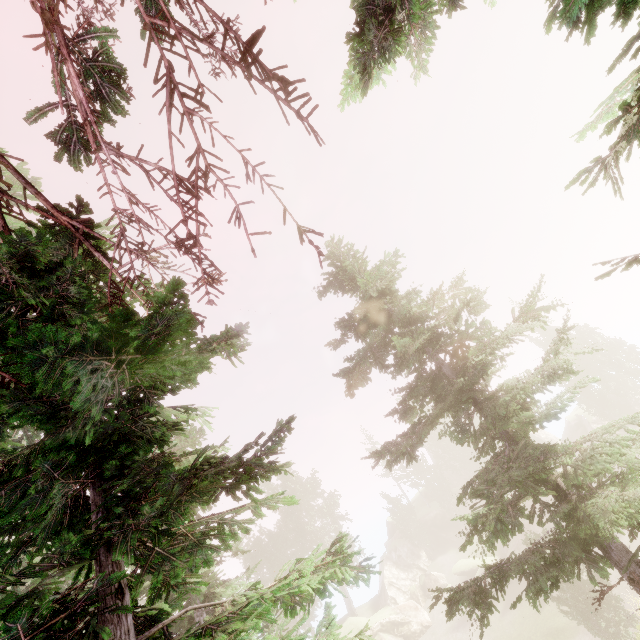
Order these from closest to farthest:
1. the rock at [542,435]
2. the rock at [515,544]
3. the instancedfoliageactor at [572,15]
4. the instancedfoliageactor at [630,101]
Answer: the instancedfoliageactor at [572,15], the instancedfoliageactor at [630,101], the rock at [515,544], the rock at [542,435]

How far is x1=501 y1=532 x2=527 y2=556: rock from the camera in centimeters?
3509cm

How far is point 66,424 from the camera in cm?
190

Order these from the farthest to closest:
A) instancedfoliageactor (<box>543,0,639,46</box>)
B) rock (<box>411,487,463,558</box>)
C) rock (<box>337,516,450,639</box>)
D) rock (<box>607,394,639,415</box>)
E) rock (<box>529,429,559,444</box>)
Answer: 1. rock (<box>529,429,559,444</box>)
2. rock (<box>411,487,463,558</box>)
3. rock (<box>607,394,639,415</box>)
4. rock (<box>337,516,450,639</box>)
5. instancedfoliageactor (<box>543,0,639,46</box>)

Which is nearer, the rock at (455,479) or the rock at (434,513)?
the rock at (434,513)
